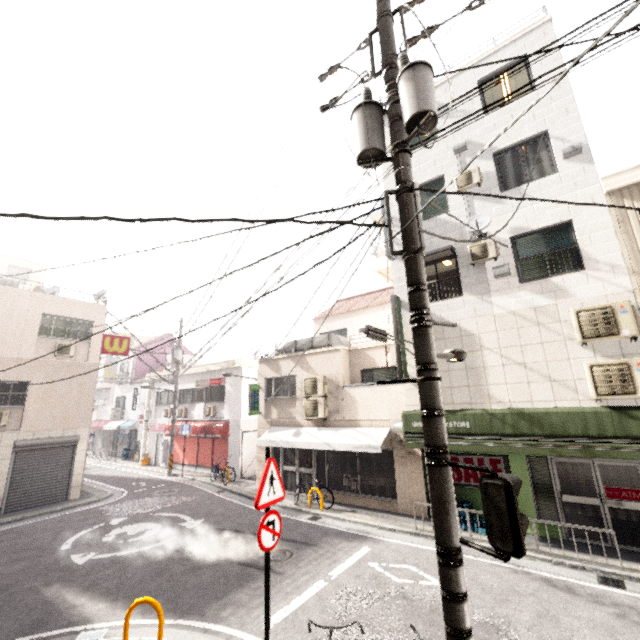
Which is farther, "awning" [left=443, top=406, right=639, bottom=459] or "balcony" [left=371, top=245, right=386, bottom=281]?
"balcony" [left=371, top=245, right=386, bottom=281]

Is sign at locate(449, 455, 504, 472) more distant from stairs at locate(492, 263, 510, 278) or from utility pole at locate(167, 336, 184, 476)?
utility pole at locate(167, 336, 184, 476)

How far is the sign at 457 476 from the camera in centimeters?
983cm

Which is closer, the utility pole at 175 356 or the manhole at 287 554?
the manhole at 287 554

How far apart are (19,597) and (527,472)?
12.6m

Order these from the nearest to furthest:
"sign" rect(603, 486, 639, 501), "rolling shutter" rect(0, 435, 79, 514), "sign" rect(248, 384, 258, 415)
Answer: "sign" rect(603, 486, 639, 501) < "rolling shutter" rect(0, 435, 79, 514) < "sign" rect(248, 384, 258, 415)

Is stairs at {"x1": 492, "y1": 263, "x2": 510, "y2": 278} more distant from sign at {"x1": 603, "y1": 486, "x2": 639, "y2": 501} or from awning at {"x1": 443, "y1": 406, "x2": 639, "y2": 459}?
sign at {"x1": 603, "y1": 486, "x2": 639, "y2": 501}

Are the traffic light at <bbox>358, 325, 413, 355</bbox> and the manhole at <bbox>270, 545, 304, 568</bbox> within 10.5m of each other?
yes
